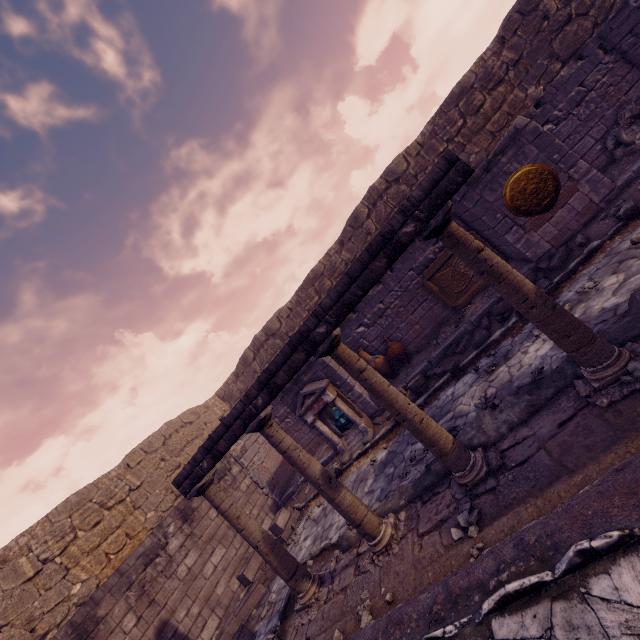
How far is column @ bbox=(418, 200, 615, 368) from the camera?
3.2m

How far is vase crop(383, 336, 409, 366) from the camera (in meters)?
9.34

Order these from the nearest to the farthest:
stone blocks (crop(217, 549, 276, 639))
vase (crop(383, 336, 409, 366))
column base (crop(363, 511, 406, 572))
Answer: column base (crop(363, 511, 406, 572)), stone blocks (crop(217, 549, 276, 639)), vase (crop(383, 336, 409, 366))

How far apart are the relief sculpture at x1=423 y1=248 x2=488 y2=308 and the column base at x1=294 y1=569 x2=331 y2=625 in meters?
6.8

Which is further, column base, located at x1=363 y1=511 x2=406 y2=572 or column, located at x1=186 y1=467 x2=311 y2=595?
column, located at x1=186 y1=467 x2=311 y2=595

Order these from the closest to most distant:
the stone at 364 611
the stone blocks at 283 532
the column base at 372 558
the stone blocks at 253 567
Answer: the stone at 364 611 → the column base at 372 558 → the stone blocks at 253 567 → the stone blocks at 283 532

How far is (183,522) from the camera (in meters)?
7.89

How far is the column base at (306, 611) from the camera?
4.6m
